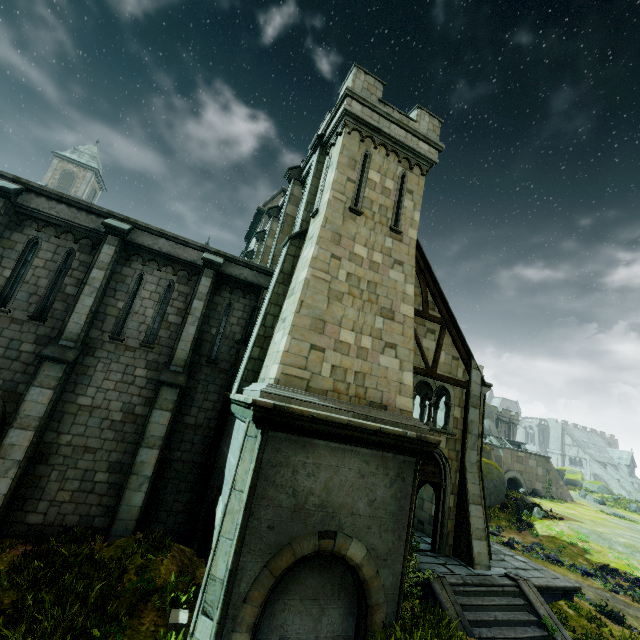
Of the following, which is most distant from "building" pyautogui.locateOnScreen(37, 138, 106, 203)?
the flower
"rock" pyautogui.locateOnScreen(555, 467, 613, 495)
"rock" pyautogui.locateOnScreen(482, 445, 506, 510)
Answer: "rock" pyautogui.locateOnScreen(555, 467, 613, 495)

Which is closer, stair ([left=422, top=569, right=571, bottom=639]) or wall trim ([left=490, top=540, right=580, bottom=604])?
stair ([left=422, top=569, right=571, bottom=639])

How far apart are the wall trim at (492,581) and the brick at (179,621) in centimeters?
751cm

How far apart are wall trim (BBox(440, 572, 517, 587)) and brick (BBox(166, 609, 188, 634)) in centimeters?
751cm

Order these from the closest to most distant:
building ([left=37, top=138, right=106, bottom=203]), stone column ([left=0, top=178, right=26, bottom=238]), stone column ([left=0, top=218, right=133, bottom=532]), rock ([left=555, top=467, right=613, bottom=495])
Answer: stone column ([left=0, top=218, right=133, bottom=532]) → stone column ([left=0, top=178, right=26, bottom=238]) → building ([left=37, top=138, right=106, bottom=203]) → rock ([left=555, top=467, right=613, bottom=495])

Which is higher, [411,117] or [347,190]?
[411,117]

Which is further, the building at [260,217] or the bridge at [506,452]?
the bridge at [506,452]

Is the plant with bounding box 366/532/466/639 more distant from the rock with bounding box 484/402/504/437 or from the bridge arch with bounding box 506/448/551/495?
the rock with bounding box 484/402/504/437
